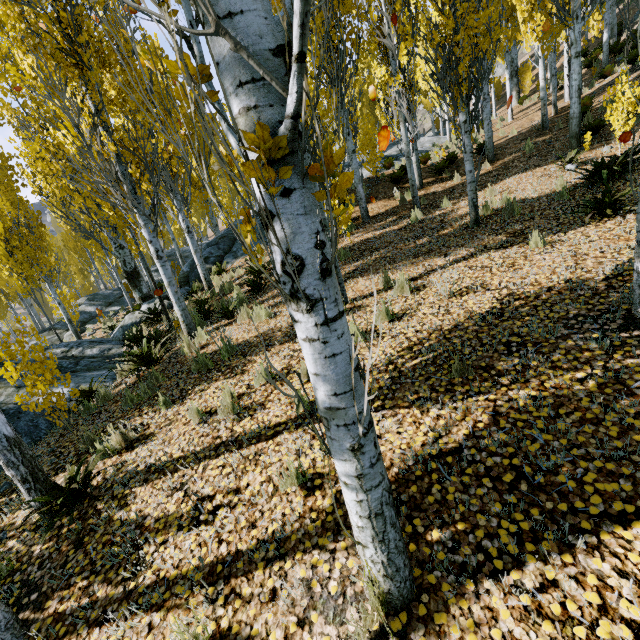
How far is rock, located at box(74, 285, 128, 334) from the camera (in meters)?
18.10

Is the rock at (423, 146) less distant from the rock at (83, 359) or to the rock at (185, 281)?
the rock at (83, 359)

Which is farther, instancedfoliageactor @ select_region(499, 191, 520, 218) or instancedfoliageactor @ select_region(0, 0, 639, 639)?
instancedfoliageactor @ select_region(499, 191, 520, 218)

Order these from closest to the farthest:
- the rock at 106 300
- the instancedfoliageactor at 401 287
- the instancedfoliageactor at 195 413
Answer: the instancedfoliageactor at 195 413 → the instancedfoliageactor at 401 287 → the rock at 106 300

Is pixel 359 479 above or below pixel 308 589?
above

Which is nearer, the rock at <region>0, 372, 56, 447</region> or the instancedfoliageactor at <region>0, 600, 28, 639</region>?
the instancedfoliageactor at <region>0, 600, 28, 639</region>

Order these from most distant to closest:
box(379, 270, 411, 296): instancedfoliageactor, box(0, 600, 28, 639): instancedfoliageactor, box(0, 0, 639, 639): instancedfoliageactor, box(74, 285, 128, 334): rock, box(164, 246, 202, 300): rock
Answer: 1. box(74, 285, 128, 334): rock
2. box(164, 246, 202, 300): rock
3. box(379, 270, 411, 296): instancedfoliageactor
4. box(0, 600, 28, 639): instancedfoliageactor
5. box(0, 0, 639, 639): instancedfoliageactor

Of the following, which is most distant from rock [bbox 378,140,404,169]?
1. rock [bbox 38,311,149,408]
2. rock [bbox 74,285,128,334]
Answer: rock [bbox 74,285,128,334]
